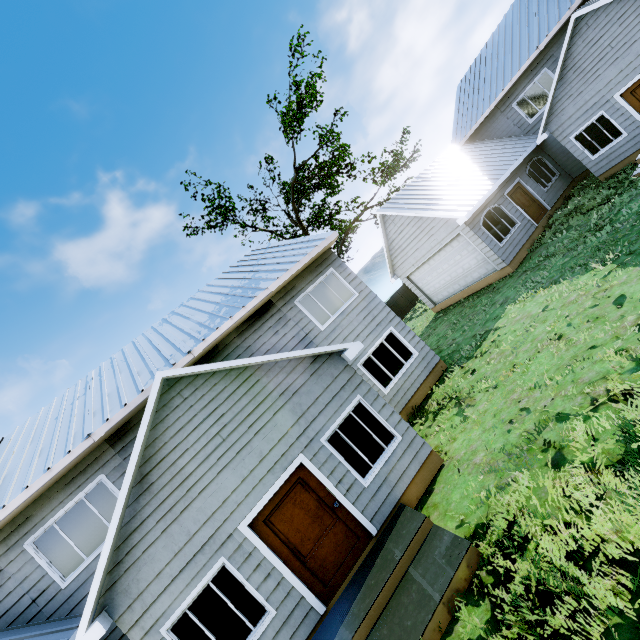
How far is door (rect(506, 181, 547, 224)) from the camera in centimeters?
1562cm

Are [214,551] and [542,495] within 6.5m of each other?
yes

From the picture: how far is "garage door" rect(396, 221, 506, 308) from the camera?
14.6 meters

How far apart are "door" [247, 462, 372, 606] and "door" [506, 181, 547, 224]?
15.6 meters

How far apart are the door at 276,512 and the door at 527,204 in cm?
1564

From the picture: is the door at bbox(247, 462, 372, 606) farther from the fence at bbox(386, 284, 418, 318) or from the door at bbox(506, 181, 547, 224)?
the fence at bbox(386, 284, 418, 318)

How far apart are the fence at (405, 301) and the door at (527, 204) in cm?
1312

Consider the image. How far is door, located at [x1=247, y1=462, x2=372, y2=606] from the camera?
6.10m
